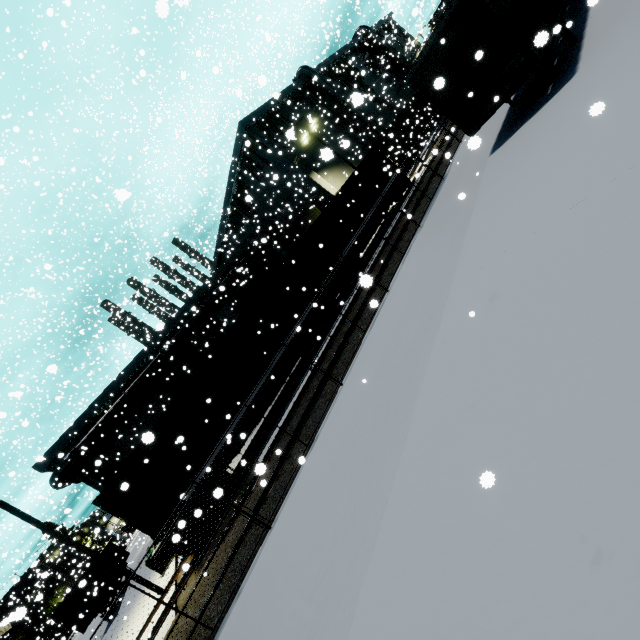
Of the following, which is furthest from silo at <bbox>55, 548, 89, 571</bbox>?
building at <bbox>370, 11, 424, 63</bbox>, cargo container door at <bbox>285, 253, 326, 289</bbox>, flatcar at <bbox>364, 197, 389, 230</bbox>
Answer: cargo container door at <bbox>285, 253, 326, 289</bbox>

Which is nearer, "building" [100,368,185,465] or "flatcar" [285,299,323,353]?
"flatcar" [285,299,323,353]

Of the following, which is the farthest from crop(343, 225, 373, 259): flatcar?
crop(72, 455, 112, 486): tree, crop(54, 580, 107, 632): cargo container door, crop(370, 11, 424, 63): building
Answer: crop(72, 455, 112, 486): tree

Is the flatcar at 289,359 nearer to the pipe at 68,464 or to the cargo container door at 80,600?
the pipe at 68,464

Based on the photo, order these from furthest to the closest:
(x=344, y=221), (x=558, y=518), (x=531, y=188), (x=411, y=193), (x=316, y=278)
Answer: (x=411, y=193)
(x=344, y=221)
(x=316, y=278)
(x=531, y=188)
(x=558, y=518)

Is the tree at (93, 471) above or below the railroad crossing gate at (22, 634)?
above

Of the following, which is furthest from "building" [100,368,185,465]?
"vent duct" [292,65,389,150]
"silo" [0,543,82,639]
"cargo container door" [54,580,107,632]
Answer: "cargo container door" [54,580,107,632]

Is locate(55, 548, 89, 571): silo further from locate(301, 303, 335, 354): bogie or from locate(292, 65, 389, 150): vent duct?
locate(292, 65, 389, 150): vent duct
